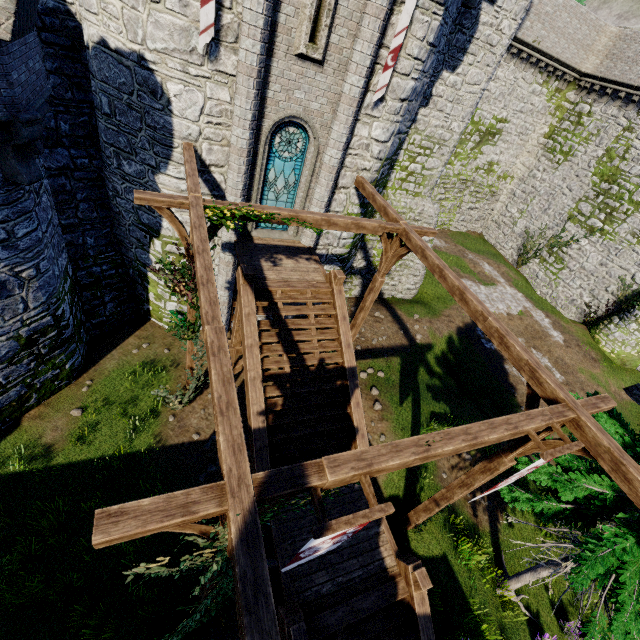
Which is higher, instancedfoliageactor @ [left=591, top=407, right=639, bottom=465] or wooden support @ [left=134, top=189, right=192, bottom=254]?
wooden support @ [left=134, top=189, right=192, bottom=254]

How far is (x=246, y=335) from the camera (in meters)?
8.87

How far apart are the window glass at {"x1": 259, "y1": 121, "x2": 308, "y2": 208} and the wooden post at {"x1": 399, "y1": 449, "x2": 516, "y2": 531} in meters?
9.8

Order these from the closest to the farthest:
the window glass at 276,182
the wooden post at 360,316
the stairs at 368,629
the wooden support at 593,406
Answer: the wooden support at 593,406
the stairs at 368,629
the window glass at 276,182
the wooden post at 360,316

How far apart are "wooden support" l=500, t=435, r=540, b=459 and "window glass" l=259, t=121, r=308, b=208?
8.7m

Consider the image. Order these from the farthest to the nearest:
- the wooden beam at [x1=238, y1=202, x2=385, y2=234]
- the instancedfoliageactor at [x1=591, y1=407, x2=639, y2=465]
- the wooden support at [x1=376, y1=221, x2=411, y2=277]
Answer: the wooden support at [x1=376, y1=221, x2=411, y2=277]
the wooden beam at [x1=238, y1=202, x2=385, y2=234]
the instancedfoliageactor at [x1=591, y1=407, x2=639, y2=465]

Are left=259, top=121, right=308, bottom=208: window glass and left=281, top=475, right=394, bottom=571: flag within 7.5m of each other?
no

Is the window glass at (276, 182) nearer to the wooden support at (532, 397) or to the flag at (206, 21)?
the flag at (206, 21)
